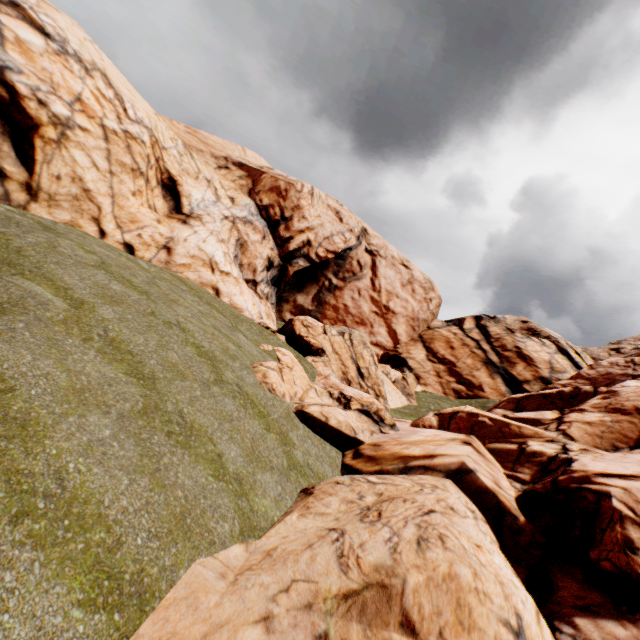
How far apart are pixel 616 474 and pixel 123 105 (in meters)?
27.67
